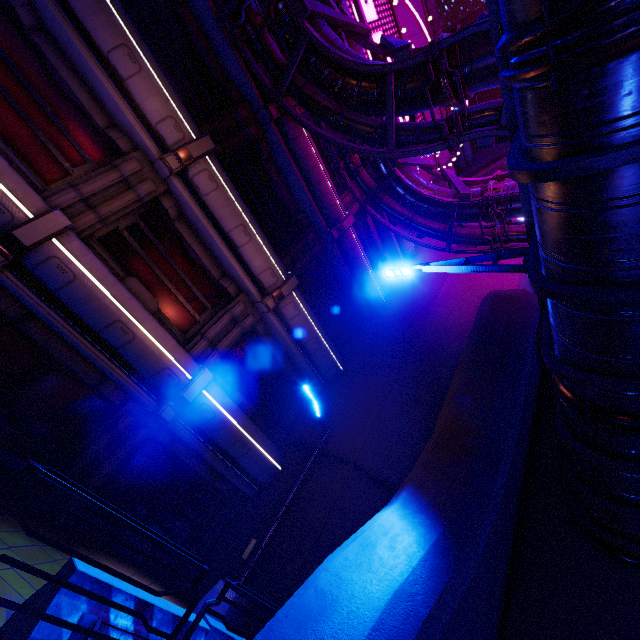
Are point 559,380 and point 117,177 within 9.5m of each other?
no

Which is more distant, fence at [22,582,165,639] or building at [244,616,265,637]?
building at [244,616,265,637]

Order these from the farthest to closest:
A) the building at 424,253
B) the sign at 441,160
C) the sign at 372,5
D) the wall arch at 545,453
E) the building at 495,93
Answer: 1. the building at 495,93
2. the sign at 441,160
3. the building at 424,253
4. the sign at 372,5
5. the wall arch at 545,453

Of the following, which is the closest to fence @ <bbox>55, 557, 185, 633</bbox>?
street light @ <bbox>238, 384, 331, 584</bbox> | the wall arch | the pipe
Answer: street light @ <bbox>238, 384, 331, 584</bbox>

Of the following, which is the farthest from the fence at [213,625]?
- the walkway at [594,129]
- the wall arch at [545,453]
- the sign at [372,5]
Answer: the sign at [372,5]

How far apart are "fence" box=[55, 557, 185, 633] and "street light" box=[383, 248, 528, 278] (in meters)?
7.39

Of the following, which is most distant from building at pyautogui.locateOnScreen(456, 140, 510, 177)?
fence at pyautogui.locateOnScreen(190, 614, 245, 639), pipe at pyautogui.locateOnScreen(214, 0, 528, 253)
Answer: fence at pyautogui.locateOnScreen(190, 614, 245, 639)
